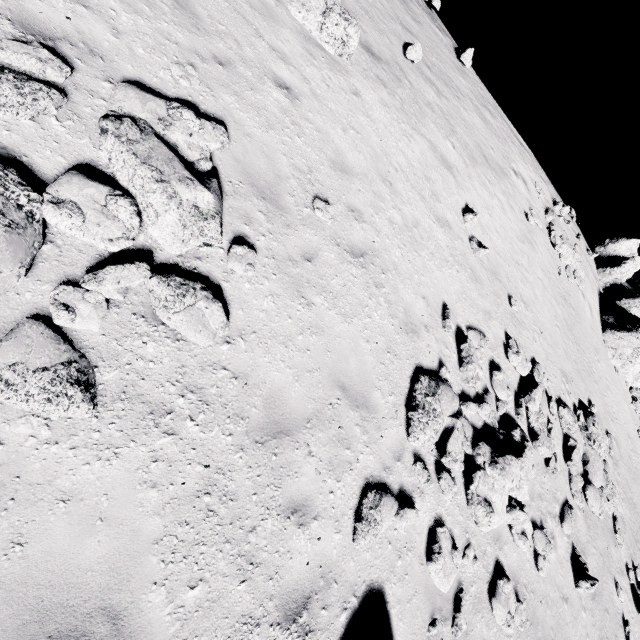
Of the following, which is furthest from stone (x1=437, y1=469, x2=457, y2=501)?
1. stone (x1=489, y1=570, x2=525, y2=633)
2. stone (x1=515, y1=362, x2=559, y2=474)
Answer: stone (x1=489, y1=570, x2=525, y2=633)

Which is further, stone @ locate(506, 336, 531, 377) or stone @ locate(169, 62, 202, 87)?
stone @ locate(506, 336, 531, 377)

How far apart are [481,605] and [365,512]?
3.9m

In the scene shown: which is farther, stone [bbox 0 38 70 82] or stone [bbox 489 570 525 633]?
stone [bbox 489 570 525 633]

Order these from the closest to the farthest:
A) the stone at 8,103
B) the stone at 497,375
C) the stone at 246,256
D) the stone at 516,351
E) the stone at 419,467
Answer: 1. the stone at 8,103
2. the stone at 246,256
3. the stone at 419,467
4. the stone at 497,375
5. the stone at 516,351

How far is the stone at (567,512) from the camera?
9.68m

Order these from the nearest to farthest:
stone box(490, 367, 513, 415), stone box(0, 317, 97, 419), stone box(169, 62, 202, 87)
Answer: stone box(0, 317, 97, 419), stone box(169, 62, 202, 87), stone box(490, 367, 513, 415)

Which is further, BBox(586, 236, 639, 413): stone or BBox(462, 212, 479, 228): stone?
BBox(586, 236, 639, 413): stone
